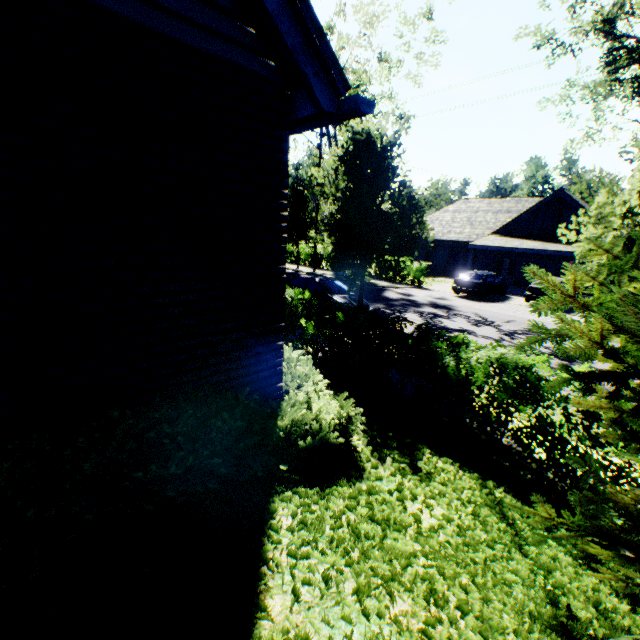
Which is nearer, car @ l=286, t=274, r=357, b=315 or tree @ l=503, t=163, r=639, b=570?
tree @ l=503, t=163, r=639, b=570

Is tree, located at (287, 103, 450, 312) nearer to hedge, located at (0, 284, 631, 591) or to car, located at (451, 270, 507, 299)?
hedge, located at (0, 284, 631, 591)

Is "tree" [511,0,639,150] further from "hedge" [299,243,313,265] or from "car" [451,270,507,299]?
"car" [451,270,507,299]

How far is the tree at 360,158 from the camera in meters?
9.4

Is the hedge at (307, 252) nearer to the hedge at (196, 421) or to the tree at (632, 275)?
the tree at (632, 275)

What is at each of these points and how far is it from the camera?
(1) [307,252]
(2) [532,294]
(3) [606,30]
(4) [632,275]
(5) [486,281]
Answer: (1) hedge, 33.8 meters
(2) car, 19.1 meters
(3) tree, 13.4 meters
(4) tree, 3.1 meters
(5) car, 20.0 meters

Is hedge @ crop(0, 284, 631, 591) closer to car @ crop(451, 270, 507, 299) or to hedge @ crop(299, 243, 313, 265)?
car @ crop(451, 270, 507, 299)

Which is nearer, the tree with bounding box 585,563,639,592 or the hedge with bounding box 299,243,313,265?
the tree with bounding box 585,563,639,592
